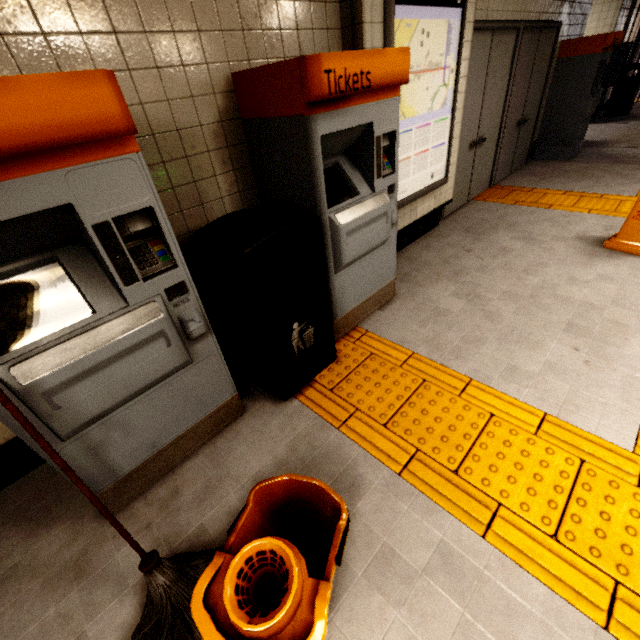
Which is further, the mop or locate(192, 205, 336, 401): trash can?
locate(192, 205, 336, 401): trash can

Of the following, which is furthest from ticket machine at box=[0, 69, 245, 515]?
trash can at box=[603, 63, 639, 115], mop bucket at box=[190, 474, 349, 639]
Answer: trash can at box=[603, 63, 639, 115]

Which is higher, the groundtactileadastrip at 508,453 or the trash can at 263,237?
the trash can at 263,237

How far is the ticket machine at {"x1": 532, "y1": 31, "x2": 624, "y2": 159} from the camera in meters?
5.4 m

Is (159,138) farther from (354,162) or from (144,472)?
(144,472)

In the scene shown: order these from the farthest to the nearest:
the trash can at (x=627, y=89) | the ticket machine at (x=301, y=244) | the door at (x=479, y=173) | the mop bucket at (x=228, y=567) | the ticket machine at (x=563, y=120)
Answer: the trash can at (x=627, y=89)
the ticket machine at (x=563, y=120)
the door at (x=479, y=173)
the ticket machine at (x=301, y=244)
the mop bucket at (x=228, y=567)

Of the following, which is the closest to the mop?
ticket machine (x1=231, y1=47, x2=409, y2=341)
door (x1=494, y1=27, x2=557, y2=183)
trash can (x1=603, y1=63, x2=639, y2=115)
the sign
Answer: ticket machine (x1=231, y1=47, x2=409, y2=341)

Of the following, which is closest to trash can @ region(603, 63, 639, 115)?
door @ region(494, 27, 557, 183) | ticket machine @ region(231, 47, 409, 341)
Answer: door @ region(494, 27, 557, 183)
